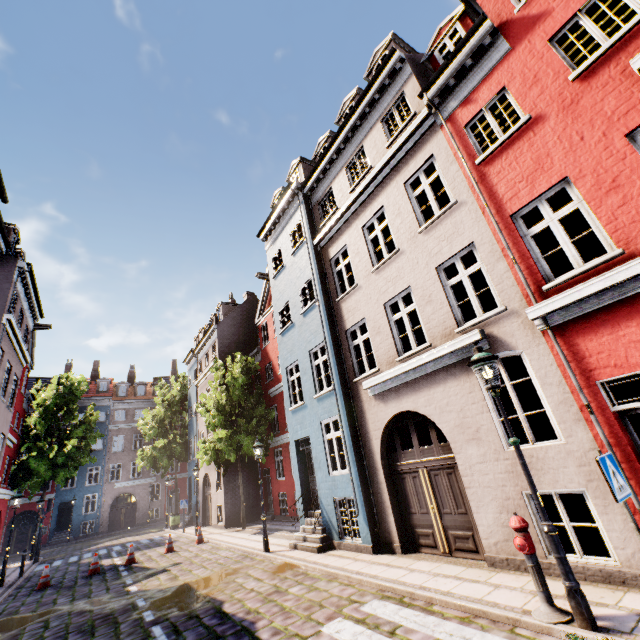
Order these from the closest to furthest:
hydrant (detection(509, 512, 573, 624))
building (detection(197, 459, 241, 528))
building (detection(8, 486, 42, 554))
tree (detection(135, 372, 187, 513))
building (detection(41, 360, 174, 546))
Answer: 1. hydrant (detection(509, 512, 573, 624))
2. building (detection(197, 459, 241, 528))
3. tree (detection(135, 372, 187, 513))
4. building (detection(8, 486, 42, 554))
5. building (detection(41, 360, 174, 546))

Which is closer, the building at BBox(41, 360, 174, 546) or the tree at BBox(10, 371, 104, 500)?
the tree at BBox(10, 371, 104, 500)

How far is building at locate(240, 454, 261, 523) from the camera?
20.2 meters

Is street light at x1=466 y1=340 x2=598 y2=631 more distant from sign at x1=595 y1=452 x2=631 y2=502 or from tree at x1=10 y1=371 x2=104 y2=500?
tree at x1=10 y1=371 x2=104 y2=500

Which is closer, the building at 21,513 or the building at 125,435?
the building at 21,513

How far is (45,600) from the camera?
10.84m

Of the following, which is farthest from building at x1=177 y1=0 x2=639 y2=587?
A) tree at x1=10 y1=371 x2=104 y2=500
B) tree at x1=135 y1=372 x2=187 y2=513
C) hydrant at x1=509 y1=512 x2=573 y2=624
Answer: tree at x1=10 y1=371 x2=104 y2=500

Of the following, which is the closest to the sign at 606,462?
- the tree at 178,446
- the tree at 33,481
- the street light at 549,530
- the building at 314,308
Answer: the street light at 549,530
